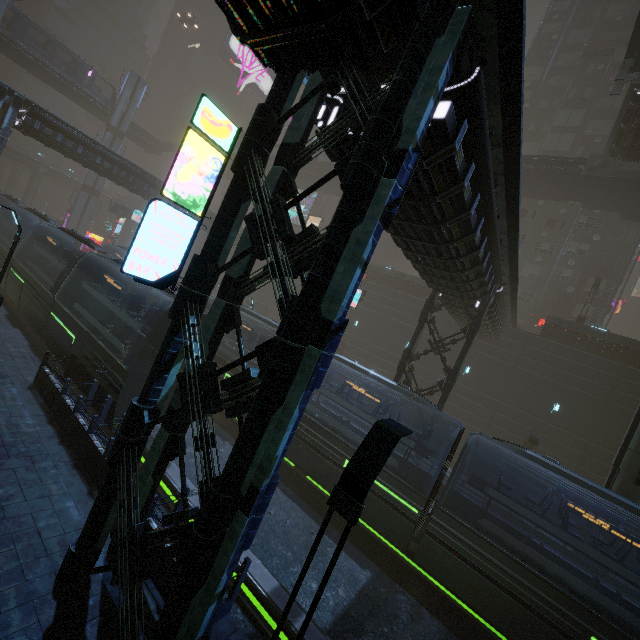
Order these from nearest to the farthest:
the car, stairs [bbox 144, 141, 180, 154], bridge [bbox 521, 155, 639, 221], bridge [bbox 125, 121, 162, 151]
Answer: bridge [bbox 521, 155, 639, 221], bridge [bbox 125, 121, 162, 151], stairs [bbox 144, 141, 180, 154], the car

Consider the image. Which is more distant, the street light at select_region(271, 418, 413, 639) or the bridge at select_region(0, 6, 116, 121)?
the bridge at select_region(0, 6, 116, 121)

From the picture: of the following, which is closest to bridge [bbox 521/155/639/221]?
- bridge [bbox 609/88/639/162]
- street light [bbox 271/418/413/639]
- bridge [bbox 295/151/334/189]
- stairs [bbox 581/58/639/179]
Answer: stairs [bbox 581/58/639/179]

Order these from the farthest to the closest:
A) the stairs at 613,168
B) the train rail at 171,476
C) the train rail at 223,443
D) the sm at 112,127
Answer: the sm at 112,127 → the stairs at 613,168 → the train rail at 223,443 → the train rail at 171,476

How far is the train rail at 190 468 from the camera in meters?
10.0 m

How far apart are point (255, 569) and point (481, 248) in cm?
1171

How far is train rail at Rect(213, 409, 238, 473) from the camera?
14.54m

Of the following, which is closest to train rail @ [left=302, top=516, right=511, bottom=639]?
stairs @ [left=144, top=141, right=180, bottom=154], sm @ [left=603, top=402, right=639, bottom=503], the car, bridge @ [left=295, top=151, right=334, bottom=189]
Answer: sm @ [left=603, top=402, right=639, bottom=503]
